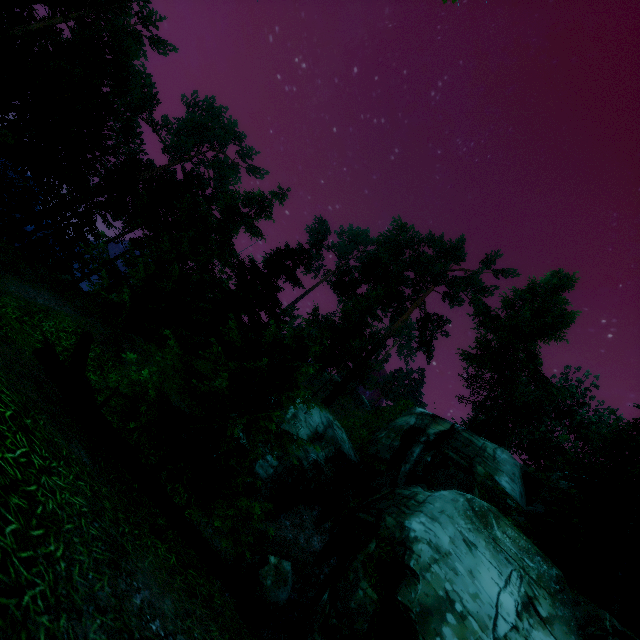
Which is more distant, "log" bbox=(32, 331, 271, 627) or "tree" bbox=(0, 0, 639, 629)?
"tree" bbox=(0, 0, 639, 629)

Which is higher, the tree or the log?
the tree

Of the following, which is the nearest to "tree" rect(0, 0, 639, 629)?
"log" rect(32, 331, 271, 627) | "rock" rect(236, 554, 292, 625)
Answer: "log" rect(32, 331, 271, 627)

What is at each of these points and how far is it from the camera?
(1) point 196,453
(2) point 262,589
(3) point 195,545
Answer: (1) tree, 8.1 meters
(2) rock, 9.2 meters
(3) log, 5.6 meters

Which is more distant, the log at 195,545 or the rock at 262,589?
the rock at 262,589

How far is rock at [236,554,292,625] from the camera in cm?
920

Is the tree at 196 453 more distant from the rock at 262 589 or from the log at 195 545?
the rock at 262 589
